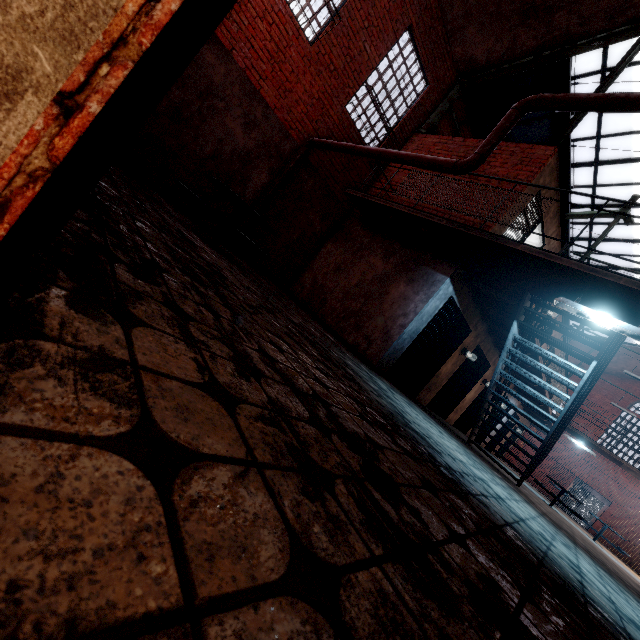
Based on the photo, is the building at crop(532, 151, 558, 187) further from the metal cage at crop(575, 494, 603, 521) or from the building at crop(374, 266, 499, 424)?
the metal cage at crop(575, 494, 603, 521)

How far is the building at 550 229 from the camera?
7.66m

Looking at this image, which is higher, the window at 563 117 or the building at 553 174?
the window at 563 117

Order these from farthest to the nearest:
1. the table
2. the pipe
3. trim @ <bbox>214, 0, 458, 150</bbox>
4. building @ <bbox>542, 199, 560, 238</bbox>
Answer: building @ <bbox>542, 199, 560, 238</bbox> → trim @ <bbox>214, 0, 458, 150</bbox> → the table → the pipe

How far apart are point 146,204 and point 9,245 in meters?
3.6

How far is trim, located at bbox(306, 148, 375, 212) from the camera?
8.2 meters

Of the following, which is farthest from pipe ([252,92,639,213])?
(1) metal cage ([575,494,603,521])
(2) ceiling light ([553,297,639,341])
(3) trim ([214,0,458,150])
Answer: (1) metal cage ([575,494,603,521])

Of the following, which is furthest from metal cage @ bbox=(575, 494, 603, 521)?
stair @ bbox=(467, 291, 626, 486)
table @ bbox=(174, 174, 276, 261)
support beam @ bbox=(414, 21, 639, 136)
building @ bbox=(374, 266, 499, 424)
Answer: table @ bbox=(174, 174, 276, 261)
